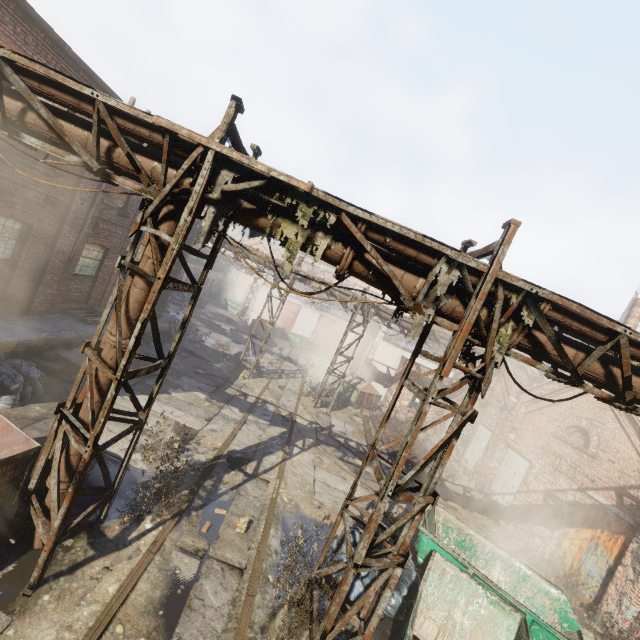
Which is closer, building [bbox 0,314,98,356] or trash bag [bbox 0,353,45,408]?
trash bag [bbox 0,353,45,408]

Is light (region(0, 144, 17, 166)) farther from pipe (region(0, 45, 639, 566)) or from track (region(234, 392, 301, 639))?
track (region(234, 392, 301, 639))

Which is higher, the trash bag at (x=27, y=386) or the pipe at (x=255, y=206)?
the pipe at (x=255, y=206)

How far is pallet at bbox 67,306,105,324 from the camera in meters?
12.0 m

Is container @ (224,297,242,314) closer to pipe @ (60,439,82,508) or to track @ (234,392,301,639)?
track @ (234,392,301,639)

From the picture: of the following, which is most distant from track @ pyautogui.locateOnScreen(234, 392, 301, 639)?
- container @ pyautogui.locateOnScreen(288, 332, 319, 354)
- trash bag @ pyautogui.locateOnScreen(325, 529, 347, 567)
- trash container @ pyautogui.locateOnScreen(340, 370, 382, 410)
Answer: trash bag @ pyautogui.locateOnScreen(325, 529, 347, 567)

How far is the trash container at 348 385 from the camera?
20.02m

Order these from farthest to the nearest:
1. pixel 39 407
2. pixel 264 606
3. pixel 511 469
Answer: pixel 511 469
pixel 39 407
pixel 264 606
